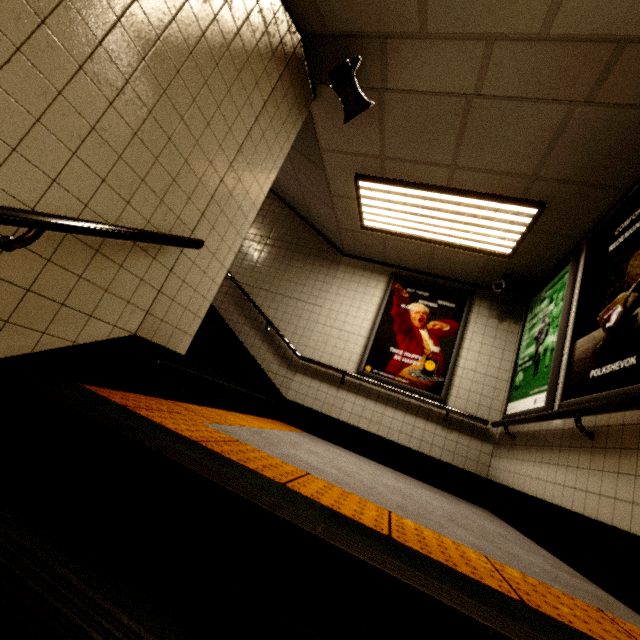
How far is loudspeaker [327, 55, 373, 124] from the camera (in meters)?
2.52

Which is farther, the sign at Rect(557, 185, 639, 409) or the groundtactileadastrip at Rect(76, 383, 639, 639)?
the sign at Rect(557, 185, 639, 409)

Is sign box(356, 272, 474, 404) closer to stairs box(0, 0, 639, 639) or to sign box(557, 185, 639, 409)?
sign box(557, 185, 639, 409)

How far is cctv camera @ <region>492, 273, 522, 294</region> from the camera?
4.3 meters

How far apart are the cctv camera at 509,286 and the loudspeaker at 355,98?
2.8m

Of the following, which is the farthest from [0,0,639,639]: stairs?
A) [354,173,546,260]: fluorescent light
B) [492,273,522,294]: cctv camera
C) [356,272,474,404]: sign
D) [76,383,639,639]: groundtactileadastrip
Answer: [356,272,474,404]: sign

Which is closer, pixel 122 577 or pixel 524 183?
pixel 122 577

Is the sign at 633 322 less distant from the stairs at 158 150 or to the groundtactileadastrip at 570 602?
the stairs at 158 150
